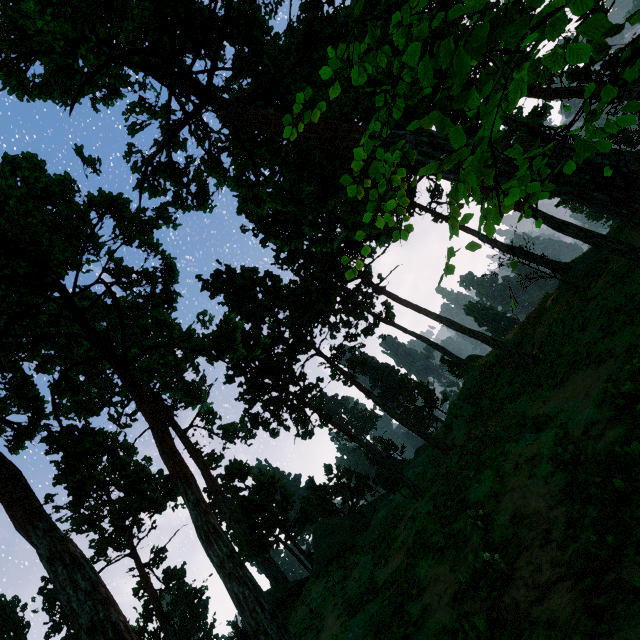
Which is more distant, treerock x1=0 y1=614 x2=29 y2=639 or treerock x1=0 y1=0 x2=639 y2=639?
treerock x1=0 y1=614 x2=29 y2=639

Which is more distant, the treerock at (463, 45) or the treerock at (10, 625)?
the treerock at (10, 625)

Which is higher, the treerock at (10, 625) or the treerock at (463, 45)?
the treerock at (10, 625)

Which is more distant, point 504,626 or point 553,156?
point 504,626

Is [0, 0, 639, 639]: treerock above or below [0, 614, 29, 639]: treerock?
below
